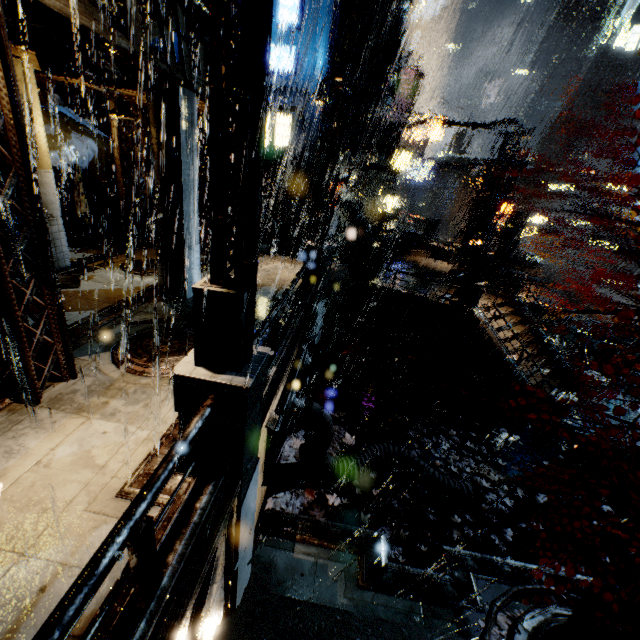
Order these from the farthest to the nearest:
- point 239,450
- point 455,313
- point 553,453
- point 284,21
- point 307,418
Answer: point 284,21
point 455,313
point 553,453
point 307,418
point 239,450

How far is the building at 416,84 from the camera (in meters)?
22.81

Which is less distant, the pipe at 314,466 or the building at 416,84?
the pipe at 314,466

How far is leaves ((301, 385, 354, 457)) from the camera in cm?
1149

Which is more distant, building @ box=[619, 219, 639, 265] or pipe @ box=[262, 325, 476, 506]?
building @ box=[619, 219, 639, 265]

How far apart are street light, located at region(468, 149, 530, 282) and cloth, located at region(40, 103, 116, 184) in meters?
17.1

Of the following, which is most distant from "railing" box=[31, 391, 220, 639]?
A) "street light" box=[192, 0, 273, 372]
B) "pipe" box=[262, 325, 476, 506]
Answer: "pipe" box=[262, 325, 476, 506]

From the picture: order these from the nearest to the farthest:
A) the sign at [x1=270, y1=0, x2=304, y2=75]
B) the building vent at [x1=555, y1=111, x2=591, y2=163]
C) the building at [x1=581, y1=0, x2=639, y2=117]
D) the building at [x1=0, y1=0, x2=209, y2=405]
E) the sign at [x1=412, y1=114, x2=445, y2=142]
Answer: the building at [x1=0, y1=0, x2=209, y2=405] → the sign at [x1=270, y1=0, x2=304, y2=75] → the sign at [x1=412, y1=114, x2=445, y2=142] → the building at [x1=581, y1=0, x2=639, y2=117] → the building vent at [x1=555, y1=111, x2=591, y2=163]
